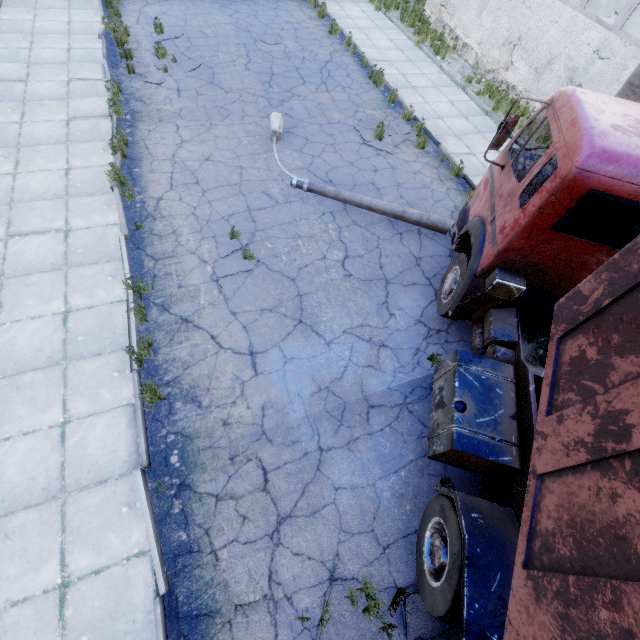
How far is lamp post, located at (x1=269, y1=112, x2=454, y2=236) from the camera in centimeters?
768cm

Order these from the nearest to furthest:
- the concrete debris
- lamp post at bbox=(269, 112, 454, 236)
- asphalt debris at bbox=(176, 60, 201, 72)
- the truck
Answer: the truck < lamp post at bbox=(269, 112, 454, 236) < asphalt debris at bbox=(176, 60, 201, 72) < the concrete debris

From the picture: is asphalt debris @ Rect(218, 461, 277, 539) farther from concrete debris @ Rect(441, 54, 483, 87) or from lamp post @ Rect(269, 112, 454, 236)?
concrete debris @ Rect(441, 54, 483, 87)

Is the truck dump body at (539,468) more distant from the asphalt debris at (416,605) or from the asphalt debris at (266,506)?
the asphalt debris at (266,506)

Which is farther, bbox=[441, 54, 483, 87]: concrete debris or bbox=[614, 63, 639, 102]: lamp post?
bbox=[441, 54, 483, 87]: concrete debris

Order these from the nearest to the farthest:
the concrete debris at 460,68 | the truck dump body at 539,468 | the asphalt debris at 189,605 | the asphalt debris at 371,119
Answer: the truck dump body at 539,468 < the asphalt debris at 189,605 < the asphalt debris at 371,119 < the concrete debris at 460,68

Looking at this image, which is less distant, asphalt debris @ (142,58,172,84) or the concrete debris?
asphalt debris @ (142,58,172,84)

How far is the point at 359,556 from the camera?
4.4m
